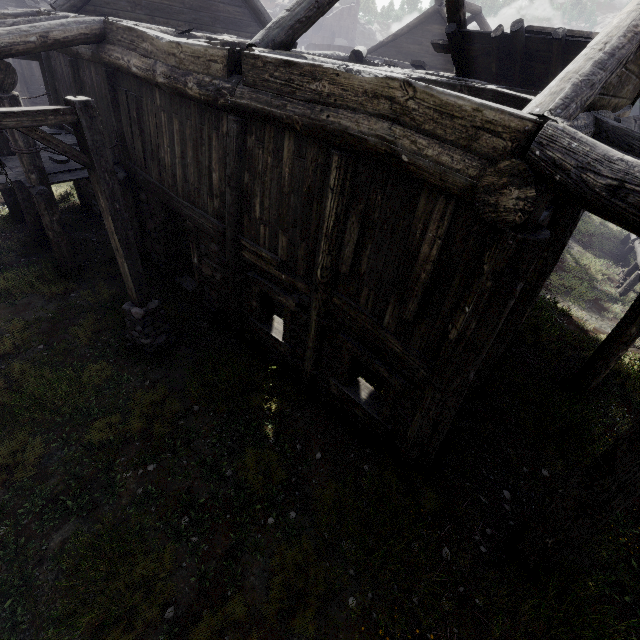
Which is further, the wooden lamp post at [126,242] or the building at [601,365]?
the building at [601,365]

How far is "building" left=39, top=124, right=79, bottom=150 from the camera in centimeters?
980cm

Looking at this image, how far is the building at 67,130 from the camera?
9.8 meters

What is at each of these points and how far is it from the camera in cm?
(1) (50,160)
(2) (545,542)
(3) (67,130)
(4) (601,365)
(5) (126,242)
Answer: (1) building, 864
(2) building, 430
(3) building, 1080
(4) building, 707
(5) wooden lamp post, 583

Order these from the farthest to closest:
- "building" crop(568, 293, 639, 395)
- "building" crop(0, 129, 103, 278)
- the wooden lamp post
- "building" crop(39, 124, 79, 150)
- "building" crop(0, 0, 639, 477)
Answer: "building" crop(39, 124, 79, 150)
"building" crop(0, 129, 103, 278)
"building" crop(568, 293, 639, 395)
the wooden lamp post
"building" crop(0, 0, 639, 477)

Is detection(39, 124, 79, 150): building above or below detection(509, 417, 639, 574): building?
above

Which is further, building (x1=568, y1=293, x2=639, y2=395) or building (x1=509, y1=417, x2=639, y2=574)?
building (x1=568, y1=293, x2=639, y2=395)
